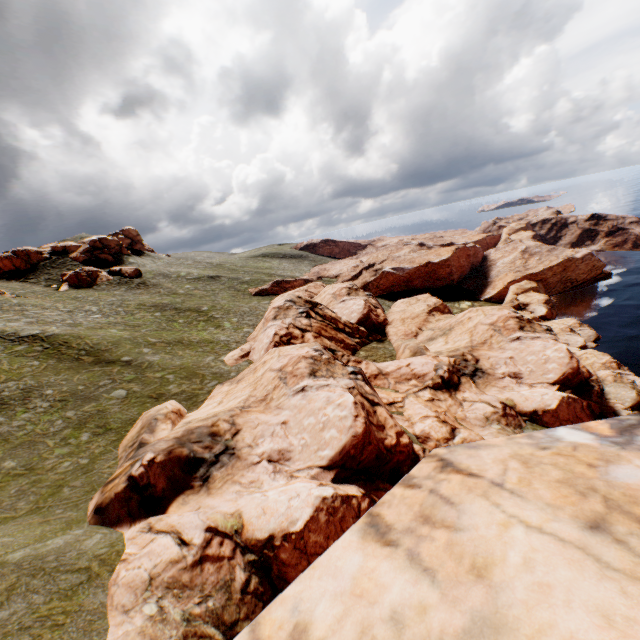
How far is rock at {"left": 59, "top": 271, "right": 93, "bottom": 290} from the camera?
58.17m

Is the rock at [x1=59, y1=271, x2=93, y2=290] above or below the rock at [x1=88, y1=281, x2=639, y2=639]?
above

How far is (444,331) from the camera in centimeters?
4438cm

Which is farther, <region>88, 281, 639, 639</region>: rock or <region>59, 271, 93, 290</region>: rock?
<region>59, 271, 93, 290</region>: rock

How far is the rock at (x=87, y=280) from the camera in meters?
58.2 m

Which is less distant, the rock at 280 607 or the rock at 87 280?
the rock at 280 607
